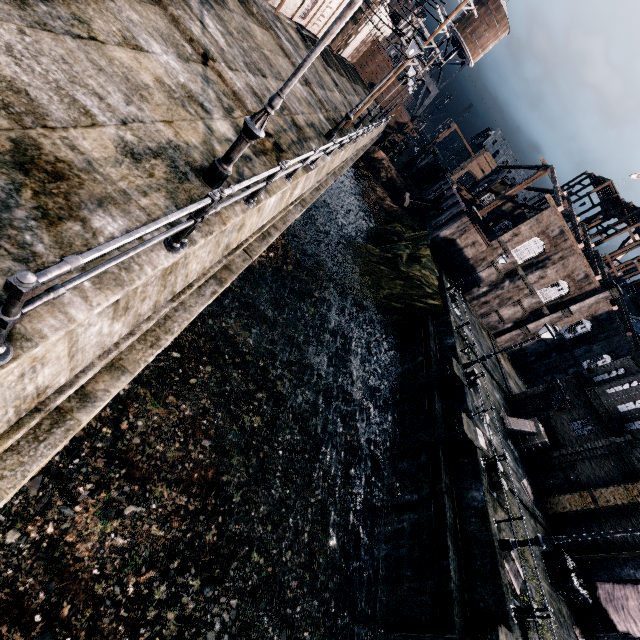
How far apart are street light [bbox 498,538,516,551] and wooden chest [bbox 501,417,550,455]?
11.17m

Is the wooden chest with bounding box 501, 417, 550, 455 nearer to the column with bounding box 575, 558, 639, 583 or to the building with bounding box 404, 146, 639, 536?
the building with bounding box 404, 146, 639, 536

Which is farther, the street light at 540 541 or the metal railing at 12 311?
the street light at 540 541

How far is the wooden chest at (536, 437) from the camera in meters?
22.2 m

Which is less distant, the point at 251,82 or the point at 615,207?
the point at 251,82

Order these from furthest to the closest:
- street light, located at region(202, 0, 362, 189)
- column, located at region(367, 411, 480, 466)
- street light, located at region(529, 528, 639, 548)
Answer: column, located at region(367, 411, 480, 466)
street light, located at region(529, 528, 639, 548)
street light, located at region(202, 0, 362, 189)

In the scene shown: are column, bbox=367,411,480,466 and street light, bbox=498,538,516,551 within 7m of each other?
yes

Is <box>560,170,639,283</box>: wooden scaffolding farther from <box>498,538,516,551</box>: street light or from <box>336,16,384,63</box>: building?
<box>498,538,516,551</box>: street light
